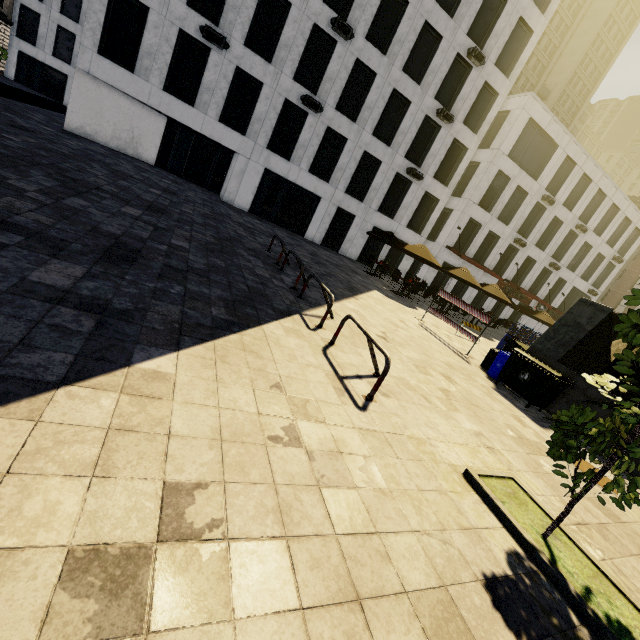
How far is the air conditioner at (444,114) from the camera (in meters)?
21.35

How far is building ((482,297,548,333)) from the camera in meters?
31.7

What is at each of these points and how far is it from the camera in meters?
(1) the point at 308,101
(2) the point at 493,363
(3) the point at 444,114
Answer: (1) air conditioner, 18.5 m
(2) trash bin, 9.8 m
(3) air conditioner, 21.4 m

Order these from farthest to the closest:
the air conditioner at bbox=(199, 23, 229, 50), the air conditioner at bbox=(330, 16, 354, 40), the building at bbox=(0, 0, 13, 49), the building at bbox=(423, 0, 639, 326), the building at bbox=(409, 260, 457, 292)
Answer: the building at bbox=(0, 0, 13, 49), the building at bbox=(409, 260, 457, 292), the building at bbox=(423, 0, 639, 326), the air conditioner at bbox=(330, 16, 354, 40), the air conditioner at bbox=(199, 23, 229, 50)

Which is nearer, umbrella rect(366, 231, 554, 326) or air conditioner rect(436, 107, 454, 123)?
umbrella rect(366, 231, 554, 326)

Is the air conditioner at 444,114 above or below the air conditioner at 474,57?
below

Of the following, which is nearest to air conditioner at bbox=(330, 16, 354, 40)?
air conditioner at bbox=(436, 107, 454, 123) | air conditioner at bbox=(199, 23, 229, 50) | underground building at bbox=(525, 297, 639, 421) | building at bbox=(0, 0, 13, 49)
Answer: air conditioner at bbox=(199, 23, 229, 50)

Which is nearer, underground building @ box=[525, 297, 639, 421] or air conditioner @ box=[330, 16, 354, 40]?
underground building @ box=[525, 297, 639, 421]
